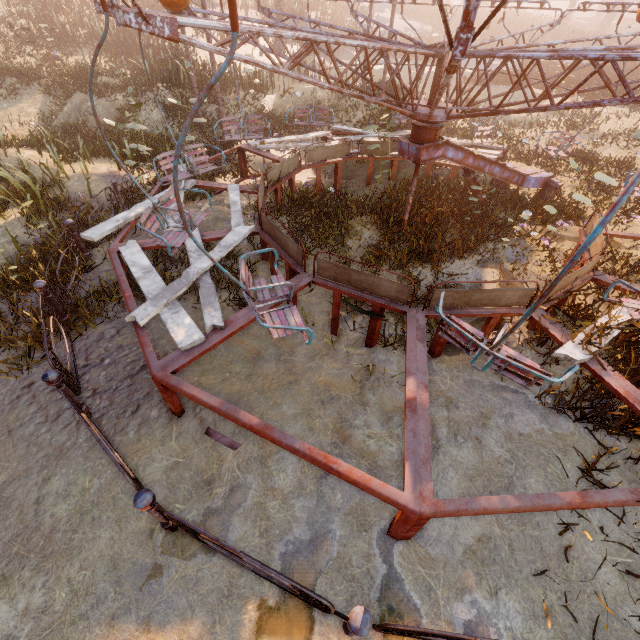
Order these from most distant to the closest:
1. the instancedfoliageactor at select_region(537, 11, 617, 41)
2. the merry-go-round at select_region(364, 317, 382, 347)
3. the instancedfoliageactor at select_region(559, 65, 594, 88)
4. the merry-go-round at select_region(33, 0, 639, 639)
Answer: the instancedfoliageactor at select_region(537, 11, 617, 41) < the instancedfoliageactor at select_region(559, 65, 594, 88) < the merry-go-round at select_region(364, 317, 382, 347) < the merry-go-round at select_region(33, 0, 639, 639)

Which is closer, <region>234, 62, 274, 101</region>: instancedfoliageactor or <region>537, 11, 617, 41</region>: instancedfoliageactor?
<region>234, 62, 274, 101</region>: instancedfoliageactor

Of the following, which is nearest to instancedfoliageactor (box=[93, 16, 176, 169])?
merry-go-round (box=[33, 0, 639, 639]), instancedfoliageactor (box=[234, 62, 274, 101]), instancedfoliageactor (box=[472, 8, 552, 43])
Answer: merry-go-round (box=[33, 0, 639, 639])

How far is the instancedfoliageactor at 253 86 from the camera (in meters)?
13.98

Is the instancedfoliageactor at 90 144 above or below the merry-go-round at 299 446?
below

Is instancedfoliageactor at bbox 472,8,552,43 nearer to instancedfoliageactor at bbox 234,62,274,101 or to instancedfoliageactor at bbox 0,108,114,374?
instancedfoliageactor at bbox 234,62,274,101

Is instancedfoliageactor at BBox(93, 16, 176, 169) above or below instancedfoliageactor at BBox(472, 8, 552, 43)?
below

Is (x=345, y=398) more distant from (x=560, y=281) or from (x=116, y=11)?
(x=116, y=11)
